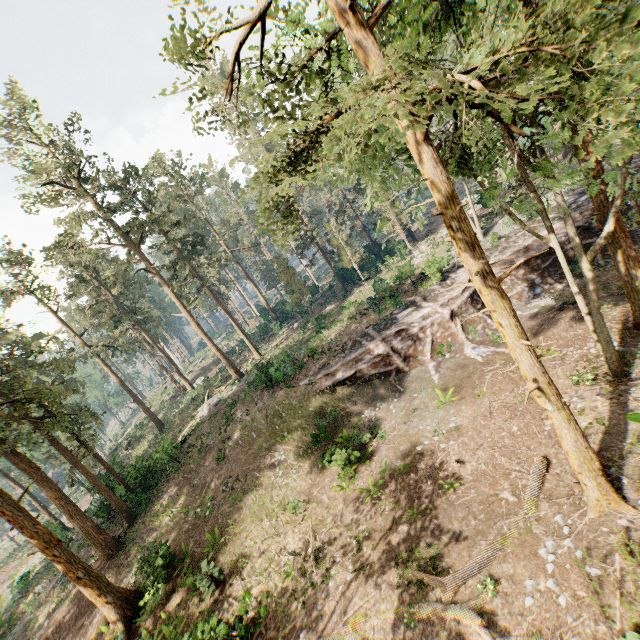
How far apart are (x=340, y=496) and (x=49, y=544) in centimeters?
1424cm

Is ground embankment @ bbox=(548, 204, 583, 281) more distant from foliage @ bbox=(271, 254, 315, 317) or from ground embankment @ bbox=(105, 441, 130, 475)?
ground embankment @ bbox=(105, 441, 130, 475)

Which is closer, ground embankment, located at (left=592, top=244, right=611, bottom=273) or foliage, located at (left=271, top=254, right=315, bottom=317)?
ground embankment, located at (left=592, top=244, right=611, bottom=273)

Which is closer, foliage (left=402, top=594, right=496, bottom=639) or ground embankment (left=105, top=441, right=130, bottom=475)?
foliage (left=402, top=594, right=496, bottom=639)

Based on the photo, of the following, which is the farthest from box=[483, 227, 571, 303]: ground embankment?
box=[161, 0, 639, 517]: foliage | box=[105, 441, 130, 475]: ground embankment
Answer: box=[105, 441, 130, 475]: ground embankment

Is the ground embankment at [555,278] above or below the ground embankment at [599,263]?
above

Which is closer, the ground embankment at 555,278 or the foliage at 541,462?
the foliage at 541,462
